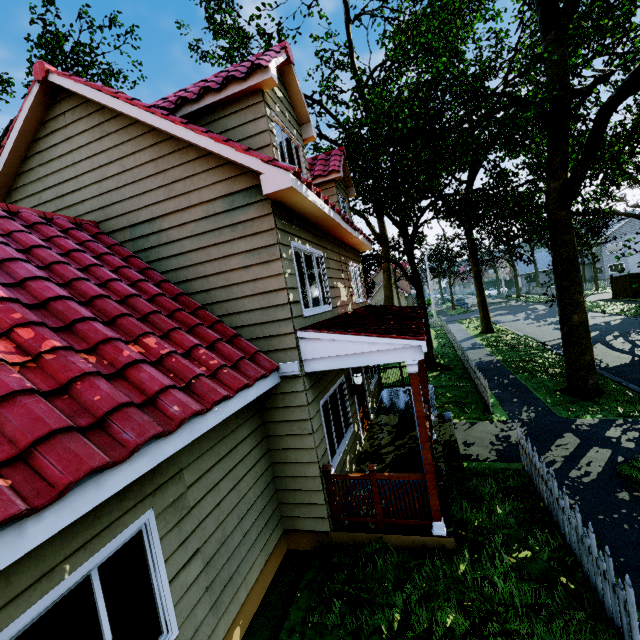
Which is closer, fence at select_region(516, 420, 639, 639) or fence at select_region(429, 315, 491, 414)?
fence at select_region(516, 420, 639, 639)

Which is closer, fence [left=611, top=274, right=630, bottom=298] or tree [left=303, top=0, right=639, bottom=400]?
tree [left=303, top=0, right=639, bottom=400]

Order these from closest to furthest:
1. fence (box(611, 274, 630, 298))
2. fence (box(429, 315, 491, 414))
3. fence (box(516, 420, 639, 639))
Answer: fence (box(516, 420, 639, 639)), fence (box(429, 315, 491, 414)), fence (box(611, 274, 630, 298))

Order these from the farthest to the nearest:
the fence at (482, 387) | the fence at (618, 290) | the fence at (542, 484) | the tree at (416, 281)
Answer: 1. the fence at (618, 290)
2. the fence at (482, 387)
3. the tree at (416, 281)
4. the fence at (542, 484)

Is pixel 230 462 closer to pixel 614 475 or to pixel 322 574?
pixel 322 574

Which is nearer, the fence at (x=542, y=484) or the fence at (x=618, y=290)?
the fence at (x=542, y=484)

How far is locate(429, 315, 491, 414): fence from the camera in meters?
10.4
